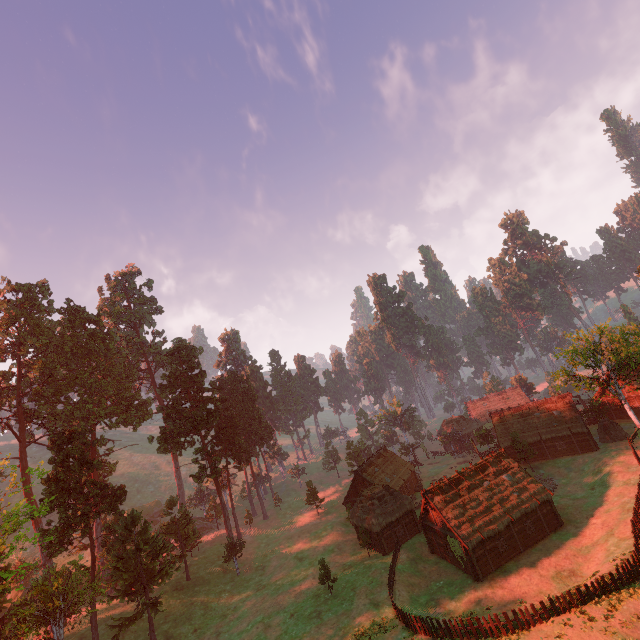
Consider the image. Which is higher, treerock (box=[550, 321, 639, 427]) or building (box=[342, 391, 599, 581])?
treerock (box=[550, 321, 639, 427])

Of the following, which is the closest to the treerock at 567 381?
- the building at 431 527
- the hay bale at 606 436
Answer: the building at 431 527

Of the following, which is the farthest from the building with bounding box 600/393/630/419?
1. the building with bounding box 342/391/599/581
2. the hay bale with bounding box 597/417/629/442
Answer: the hay bale with bounding box 597/417/629/442

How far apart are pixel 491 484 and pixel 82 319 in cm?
7027

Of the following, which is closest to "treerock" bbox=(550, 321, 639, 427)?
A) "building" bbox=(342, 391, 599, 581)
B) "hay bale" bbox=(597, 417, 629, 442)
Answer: "building" bbox=(342, 391, 599, 581)

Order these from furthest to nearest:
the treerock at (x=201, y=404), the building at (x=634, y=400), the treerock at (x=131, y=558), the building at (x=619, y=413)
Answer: the building at (x=619, y=413)
the building at (x=634, y=400)
the treerock at (x=201, y=404)
the treerock at (x=131, y=558)

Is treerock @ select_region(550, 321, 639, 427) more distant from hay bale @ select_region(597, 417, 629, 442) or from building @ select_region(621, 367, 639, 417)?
hay bale @ select_region(597, 417, 629, 442)

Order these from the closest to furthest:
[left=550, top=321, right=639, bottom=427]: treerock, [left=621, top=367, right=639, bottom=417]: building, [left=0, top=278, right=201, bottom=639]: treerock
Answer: [left=0, top=278, right=201, bottom=639]: treerock, [left=550, top=321, right=639, bottom=427]: treerock, [left=621, top=367, right=639, bottom=417]: building
